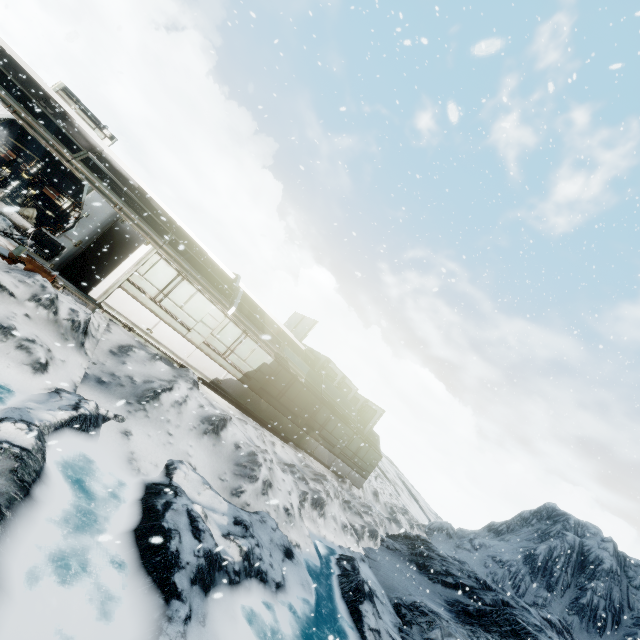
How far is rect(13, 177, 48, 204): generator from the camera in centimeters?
1443cm

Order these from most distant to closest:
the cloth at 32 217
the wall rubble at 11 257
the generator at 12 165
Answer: the cloth at 32 217 < the generator at 12 165 < the wall rubble at 11 257

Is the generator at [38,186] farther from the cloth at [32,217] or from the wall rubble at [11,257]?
the wall rubble at [11,257]

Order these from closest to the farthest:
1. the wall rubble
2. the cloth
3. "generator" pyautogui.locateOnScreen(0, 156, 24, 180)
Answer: the wall rubble
"generator" pyautogui.locateOnScreen(0, 156, 24, 180)
the cloth

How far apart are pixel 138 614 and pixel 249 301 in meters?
13.5

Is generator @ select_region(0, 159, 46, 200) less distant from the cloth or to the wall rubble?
the cloth

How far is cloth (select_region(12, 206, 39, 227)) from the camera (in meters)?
14.79

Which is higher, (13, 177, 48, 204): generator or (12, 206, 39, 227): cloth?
(13, 177, 48, 204): generator
